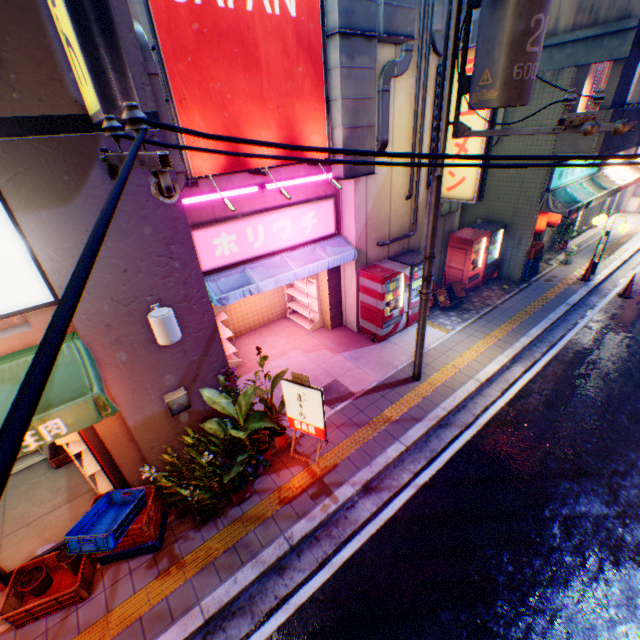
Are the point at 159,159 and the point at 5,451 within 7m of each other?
yes

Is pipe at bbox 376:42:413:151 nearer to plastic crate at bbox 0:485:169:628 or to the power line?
the power line

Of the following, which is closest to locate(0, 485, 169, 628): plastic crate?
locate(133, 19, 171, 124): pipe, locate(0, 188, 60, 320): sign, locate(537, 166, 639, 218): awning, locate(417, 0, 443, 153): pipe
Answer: locate(0, 188, 60, 320): sign

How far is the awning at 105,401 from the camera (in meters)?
3.31

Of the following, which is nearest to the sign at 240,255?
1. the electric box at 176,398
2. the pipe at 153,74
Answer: the pipe at 153,74

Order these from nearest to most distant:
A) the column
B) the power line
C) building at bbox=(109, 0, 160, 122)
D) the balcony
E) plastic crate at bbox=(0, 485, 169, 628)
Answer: the power line, building at bbox=(109, 0, 160, 122), plastic crate at bbox=(0, 485, 169, 628), the balcony, the column

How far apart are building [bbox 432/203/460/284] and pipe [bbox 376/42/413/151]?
0.0 meters

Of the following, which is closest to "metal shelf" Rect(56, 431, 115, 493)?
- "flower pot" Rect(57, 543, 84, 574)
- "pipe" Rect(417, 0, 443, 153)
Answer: "flower pot" Rect(57, 543, 84, 574)
